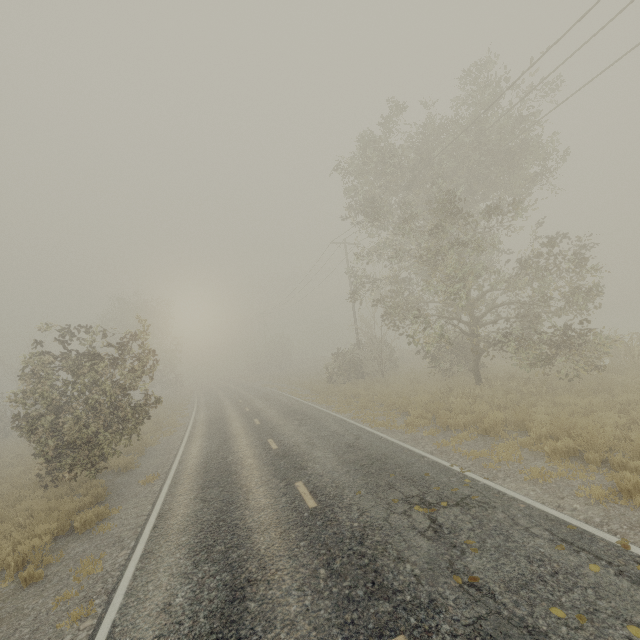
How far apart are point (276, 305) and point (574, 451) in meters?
42.5 m

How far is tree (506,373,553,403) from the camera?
12.91m

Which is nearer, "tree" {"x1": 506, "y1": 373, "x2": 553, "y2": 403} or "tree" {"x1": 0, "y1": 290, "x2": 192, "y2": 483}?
"tree" {"x1": 0, "y1": 290, "x2": 192, "y2": 483}

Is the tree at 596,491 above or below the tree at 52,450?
below

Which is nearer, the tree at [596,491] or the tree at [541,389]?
the tree at [596,491]
